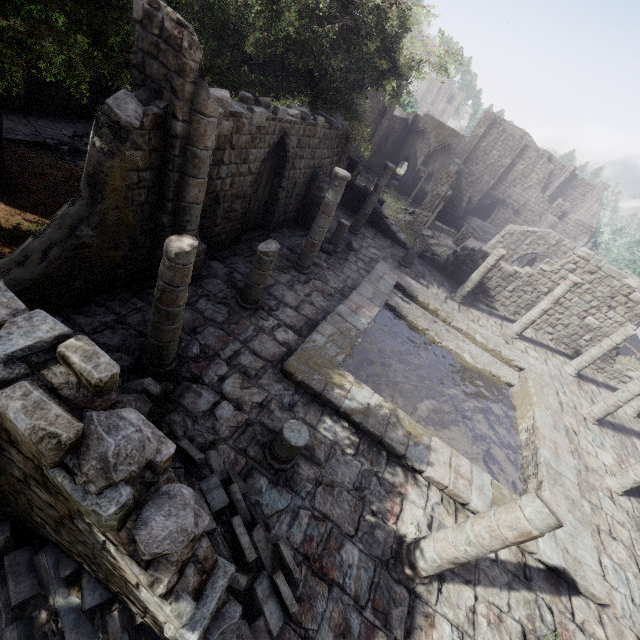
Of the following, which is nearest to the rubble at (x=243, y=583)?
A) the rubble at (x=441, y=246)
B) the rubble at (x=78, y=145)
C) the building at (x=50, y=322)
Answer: the building at (x=50, y=322)

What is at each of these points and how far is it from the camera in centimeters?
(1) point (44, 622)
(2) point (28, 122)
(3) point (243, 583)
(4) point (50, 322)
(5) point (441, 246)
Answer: (1) rubble, 374cm
(2) building base, 1495cm
(3) rubble, 464cm
(4) building, 270cm
(5) rubble, 2969cm

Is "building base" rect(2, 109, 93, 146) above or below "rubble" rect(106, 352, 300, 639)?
below

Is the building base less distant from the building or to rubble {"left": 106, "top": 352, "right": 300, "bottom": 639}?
the building

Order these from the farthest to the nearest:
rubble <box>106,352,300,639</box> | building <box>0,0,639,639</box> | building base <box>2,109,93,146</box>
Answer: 1. building base <box>2,109,93,146</box>
2. rubble <box>106,352,300,639</box>
3. building <box>0,0,639,639</box>

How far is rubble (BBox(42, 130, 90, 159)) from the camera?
14.34m

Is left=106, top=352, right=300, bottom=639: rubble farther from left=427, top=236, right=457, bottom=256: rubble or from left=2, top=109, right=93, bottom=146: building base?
left=427, top=236, right=457, bottom=256: rubble

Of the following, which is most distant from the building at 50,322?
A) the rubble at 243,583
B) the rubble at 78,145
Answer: the rubble at 78,145
